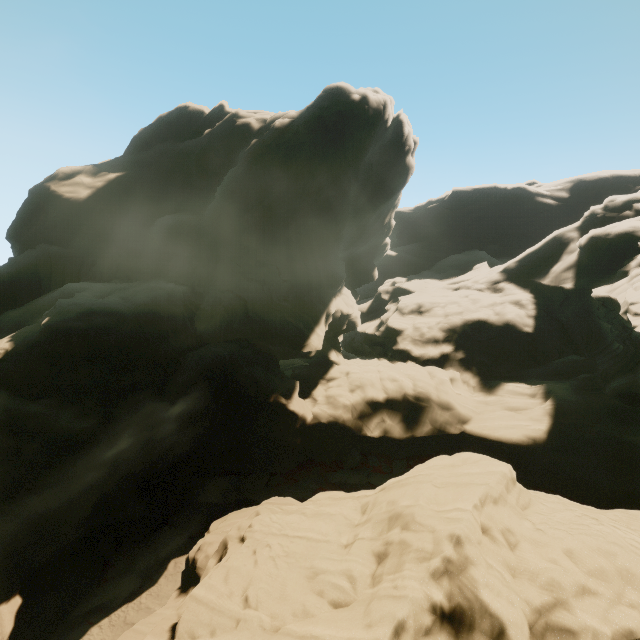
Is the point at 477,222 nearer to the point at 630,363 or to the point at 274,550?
the point at 630,363
